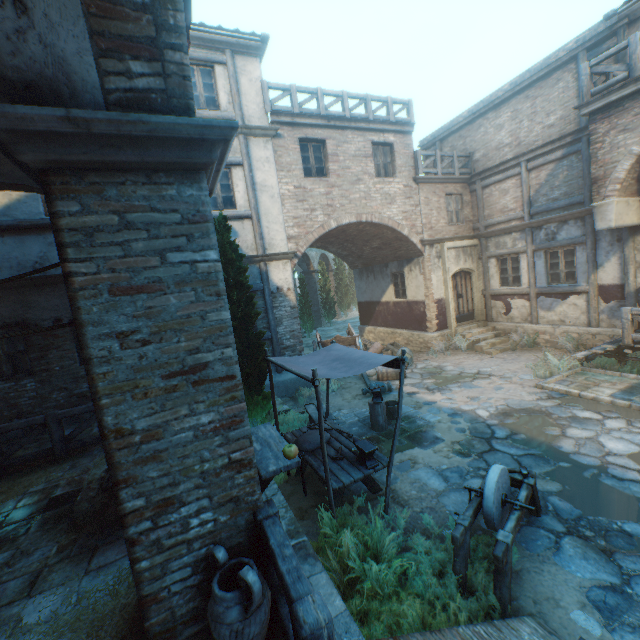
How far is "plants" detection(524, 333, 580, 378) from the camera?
9.5 meters

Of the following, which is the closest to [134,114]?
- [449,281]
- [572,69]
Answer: [449,281]

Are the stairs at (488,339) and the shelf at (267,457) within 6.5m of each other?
no

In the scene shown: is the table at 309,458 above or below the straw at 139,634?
below

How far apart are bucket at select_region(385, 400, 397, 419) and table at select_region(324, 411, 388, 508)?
1.9 meters

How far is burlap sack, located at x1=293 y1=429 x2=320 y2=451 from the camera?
5.83m

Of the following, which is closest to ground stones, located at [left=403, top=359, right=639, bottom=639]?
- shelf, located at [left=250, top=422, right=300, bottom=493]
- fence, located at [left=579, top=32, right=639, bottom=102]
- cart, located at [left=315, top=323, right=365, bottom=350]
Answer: cart, located at [left=315, top=323, right=365, bottom=350]

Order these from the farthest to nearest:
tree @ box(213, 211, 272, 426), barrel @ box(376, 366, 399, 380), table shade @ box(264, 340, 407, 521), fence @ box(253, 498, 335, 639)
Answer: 1. barrel @ box(376, 366, 399, 380)
2. tree @ box(213, 211, 272, 426)
3. table shade @ box(264, 340, 407, 521)
4. fence @ box(253, 498, 335, 639)
